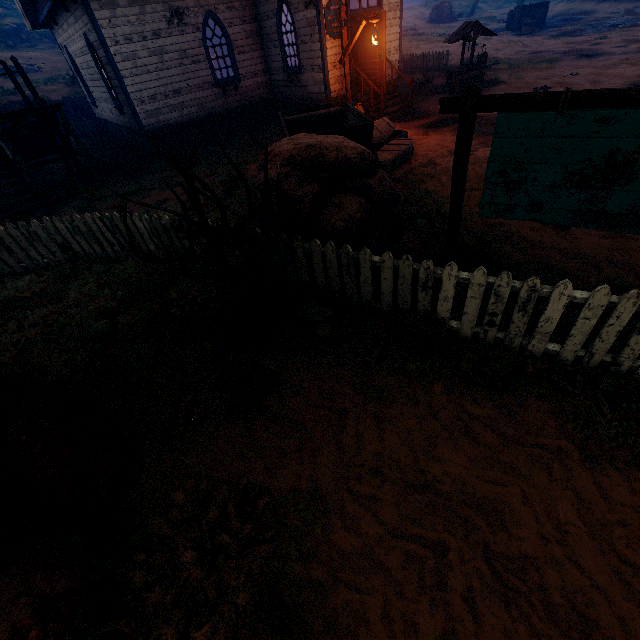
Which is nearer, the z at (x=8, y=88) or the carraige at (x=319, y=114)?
the carraige at (x=319, y=114)

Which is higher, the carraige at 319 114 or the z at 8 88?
the z at 8 88

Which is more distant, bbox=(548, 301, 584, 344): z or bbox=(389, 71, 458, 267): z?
bbox=(389, 71, 458, 267): z

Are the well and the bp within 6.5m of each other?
yes

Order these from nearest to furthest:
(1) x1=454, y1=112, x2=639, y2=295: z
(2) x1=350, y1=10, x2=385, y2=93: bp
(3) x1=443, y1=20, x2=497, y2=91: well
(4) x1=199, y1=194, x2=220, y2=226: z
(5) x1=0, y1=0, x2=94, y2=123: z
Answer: (1) x1=454, y1=112, x2=639, y2=295: z < (4) x1=199, y1=194, x2=220, y2=226: z < (2) x1=350, y1=10, x2=385, y2=93: bp < (3) x1=443, y1=20, x2=497, y2=91: well < (5) x1=0, y1=0, x2=94, y2=123: z

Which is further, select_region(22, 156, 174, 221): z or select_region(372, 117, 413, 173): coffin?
select_region(22, 156, 174, 221): z

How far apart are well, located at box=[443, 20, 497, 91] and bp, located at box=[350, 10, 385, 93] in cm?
490

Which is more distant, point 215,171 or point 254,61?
point 254,61
